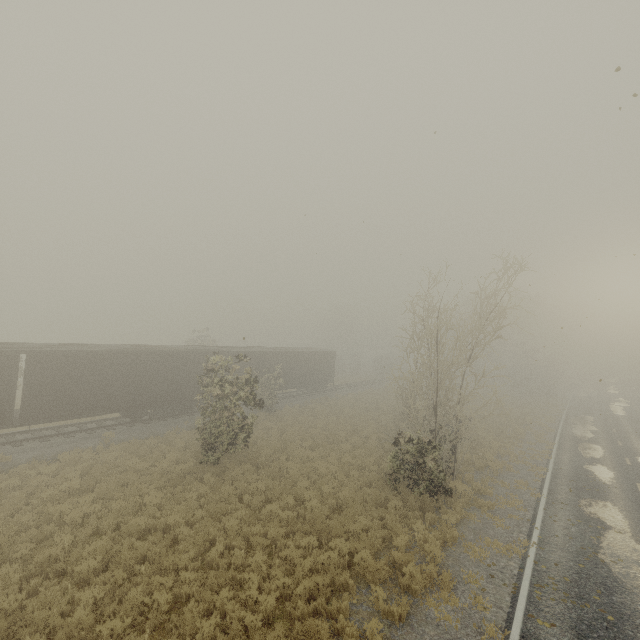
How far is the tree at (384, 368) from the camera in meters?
55.5

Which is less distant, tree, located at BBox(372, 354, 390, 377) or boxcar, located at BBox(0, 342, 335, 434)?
boxcar, located at BBox(0, 342, 335, 434)

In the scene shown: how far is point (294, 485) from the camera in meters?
14.6 m

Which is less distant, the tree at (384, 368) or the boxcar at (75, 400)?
the boxcar at (75, 400)

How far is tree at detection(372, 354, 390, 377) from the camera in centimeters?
5547cm
